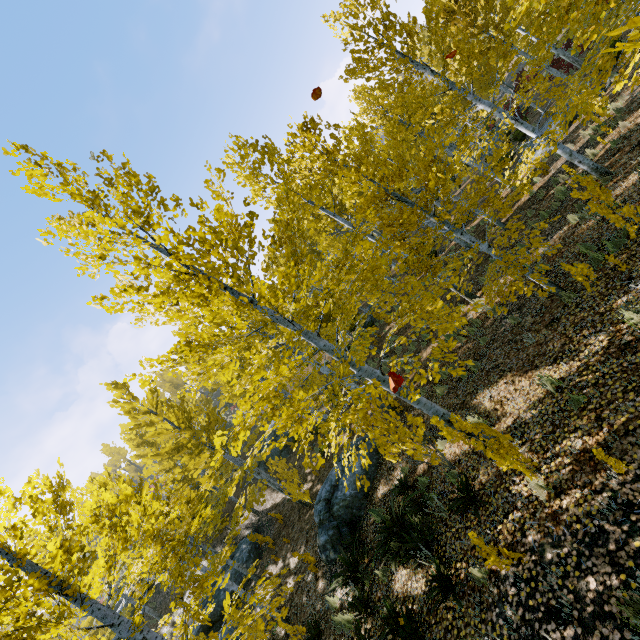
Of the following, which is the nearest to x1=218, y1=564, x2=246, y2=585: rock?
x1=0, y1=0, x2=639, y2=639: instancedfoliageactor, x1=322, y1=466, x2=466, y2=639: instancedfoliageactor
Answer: x1=0, y1=0, x2=639, y2=639: instancedfoliageactor

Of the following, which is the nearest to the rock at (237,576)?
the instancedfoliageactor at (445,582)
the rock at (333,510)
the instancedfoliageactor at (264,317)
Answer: the instancedfoliageactor at (264,317)

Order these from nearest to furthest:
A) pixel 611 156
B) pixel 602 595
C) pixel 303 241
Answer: pixel 602 595 → pixel 611 156 → pixel 303 241

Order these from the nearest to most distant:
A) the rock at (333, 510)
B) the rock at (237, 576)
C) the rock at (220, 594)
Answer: the rock at (333, 510)
the rock at (220, 594)
the rock at (237, 576)

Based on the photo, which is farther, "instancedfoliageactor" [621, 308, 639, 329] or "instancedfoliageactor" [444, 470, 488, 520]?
"instancedfoliageactor" [444, 470, 488, 520]

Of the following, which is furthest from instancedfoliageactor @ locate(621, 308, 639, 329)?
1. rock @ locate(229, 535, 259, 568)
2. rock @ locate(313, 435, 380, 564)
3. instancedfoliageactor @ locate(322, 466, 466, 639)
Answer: rock @ locate(229, 535, 259, 568)

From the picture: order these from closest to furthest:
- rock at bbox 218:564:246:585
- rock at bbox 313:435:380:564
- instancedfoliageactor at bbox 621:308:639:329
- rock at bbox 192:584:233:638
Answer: instancedfoliageactor at bbox 621:308:639:329 → rock at bbox 313:435:380:564 → rock at bbox 192:584:233:638 → rock at bbox 218:564:246:585

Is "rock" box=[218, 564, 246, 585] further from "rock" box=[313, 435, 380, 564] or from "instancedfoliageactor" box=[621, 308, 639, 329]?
"rock" box=[313, 435, 380, 564]
